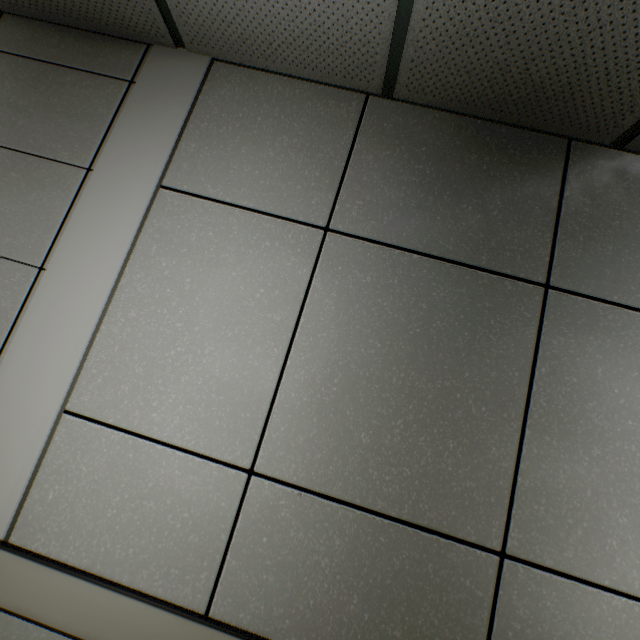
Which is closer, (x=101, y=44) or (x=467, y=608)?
(x=467, y=608)
